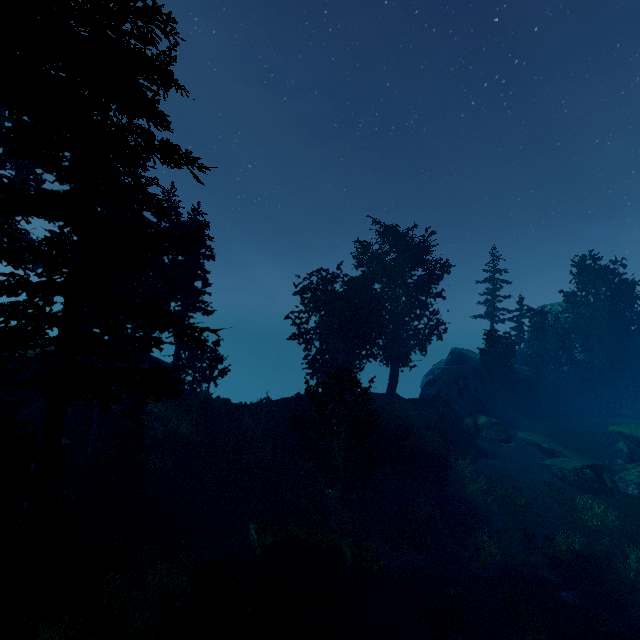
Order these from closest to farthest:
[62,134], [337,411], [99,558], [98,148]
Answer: [62,134]
[98,148]
[99,558]
[337,411]

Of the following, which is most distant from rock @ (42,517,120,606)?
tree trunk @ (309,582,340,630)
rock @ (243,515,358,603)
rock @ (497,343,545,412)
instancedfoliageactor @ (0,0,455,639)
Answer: rock @ (497,343,545,412)

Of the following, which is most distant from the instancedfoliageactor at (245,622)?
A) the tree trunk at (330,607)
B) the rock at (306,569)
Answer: the tree trunk at (330,607)

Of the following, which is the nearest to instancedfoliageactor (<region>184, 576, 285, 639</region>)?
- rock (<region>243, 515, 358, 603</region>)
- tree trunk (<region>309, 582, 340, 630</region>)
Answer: rock (<region>243, 515, 358, 603</region>)

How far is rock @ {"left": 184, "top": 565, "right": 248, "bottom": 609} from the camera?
12.58m

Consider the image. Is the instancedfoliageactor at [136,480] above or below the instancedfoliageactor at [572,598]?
above

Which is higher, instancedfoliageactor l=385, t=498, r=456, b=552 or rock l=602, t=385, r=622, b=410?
rock l=602, t=385, r=622, b=410

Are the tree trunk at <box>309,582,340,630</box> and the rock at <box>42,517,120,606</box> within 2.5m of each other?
no
